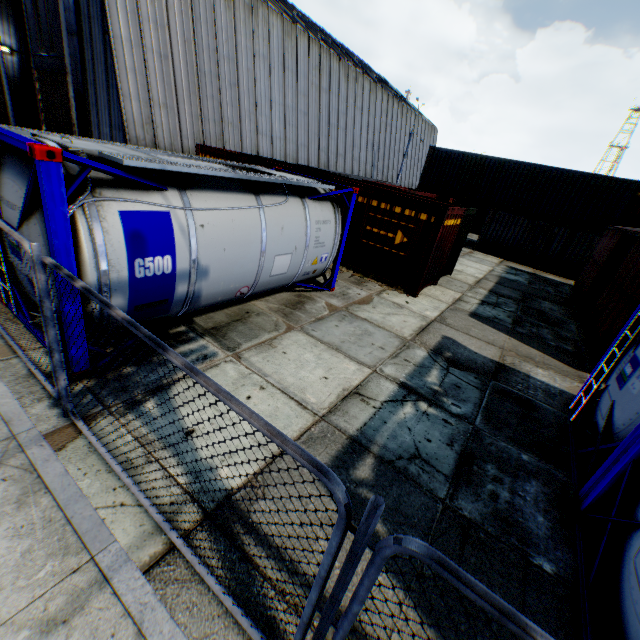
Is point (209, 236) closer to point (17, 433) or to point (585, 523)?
point (17, 433)

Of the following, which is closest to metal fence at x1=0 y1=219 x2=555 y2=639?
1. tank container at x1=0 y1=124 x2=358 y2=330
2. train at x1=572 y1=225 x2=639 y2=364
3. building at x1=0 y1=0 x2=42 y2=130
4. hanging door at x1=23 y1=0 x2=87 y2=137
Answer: tank container at x1=0 y1=124 x2=358 y2=330

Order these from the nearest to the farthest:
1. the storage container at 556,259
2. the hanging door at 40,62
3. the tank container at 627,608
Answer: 1. the tank container at 627,608
2. the storage container at 556,259
3. the hanging door at 40,62

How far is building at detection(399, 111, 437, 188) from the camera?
42.6 meters

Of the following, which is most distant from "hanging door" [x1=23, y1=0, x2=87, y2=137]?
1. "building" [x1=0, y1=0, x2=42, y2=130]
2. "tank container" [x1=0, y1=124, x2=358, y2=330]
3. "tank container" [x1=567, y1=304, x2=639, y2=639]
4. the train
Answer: the train

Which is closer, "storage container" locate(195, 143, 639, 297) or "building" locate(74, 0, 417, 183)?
"storage container" locate(195, 143, 639, 297)

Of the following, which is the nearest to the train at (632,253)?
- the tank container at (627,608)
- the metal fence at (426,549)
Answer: the tank container at (627,608)

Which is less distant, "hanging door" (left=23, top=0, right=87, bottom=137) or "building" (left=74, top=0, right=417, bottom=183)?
"building" (left=74, top=0, right=417, bottom=183)
